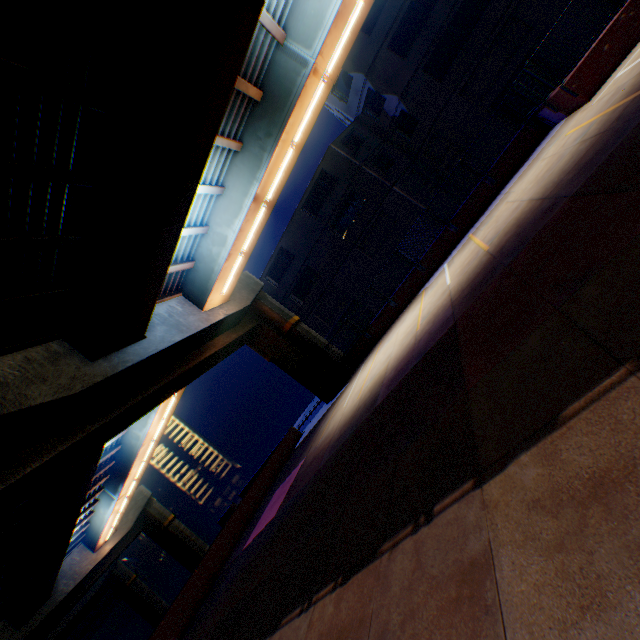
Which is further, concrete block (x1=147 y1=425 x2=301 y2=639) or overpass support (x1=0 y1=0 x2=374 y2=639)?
concrete block (x1=147 y1=425 x2=301 y2=639)

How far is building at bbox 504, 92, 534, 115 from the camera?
23.39m

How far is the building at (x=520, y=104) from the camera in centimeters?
2339cm

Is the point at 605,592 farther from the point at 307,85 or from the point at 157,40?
the point at 307,85

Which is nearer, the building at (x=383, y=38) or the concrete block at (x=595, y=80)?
the concrete block at (x=595, y=80)

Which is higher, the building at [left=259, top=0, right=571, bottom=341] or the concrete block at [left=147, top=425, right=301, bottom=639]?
the building at [left=259, top=0, right=571, bottom=341]

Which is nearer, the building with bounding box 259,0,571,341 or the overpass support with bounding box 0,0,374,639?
the overpass support with bounding box 0,0,374,639
